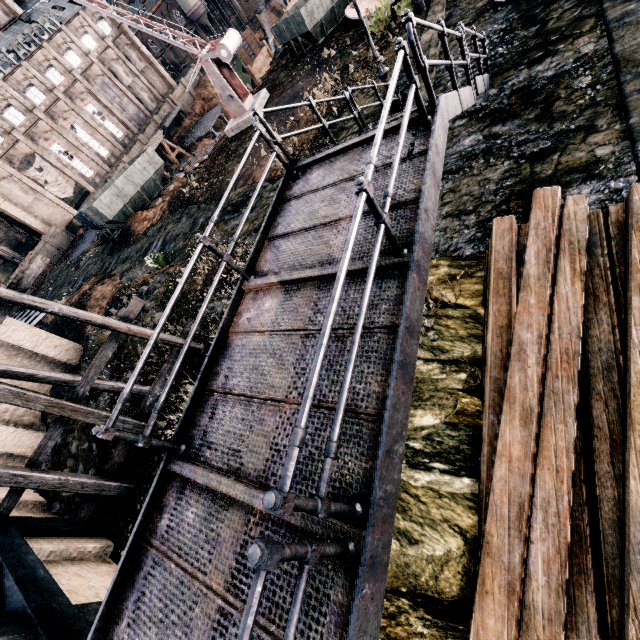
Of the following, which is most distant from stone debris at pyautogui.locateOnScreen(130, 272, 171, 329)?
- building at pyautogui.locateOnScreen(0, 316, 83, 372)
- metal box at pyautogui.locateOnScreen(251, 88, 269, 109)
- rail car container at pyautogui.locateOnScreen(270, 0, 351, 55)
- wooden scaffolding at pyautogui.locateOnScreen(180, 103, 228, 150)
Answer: wooden scaffolding at pyautogui.locateOnScreen(180, 103, 228, 150)

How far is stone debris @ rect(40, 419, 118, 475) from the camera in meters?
12.1

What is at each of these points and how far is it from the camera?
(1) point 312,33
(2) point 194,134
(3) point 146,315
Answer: (1) rail car container, 21.02m
(2) wooden scaffolding, 52.56m
(3) stone debris, 15.88m

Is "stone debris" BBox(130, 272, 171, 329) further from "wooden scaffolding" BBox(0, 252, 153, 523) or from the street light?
the street light

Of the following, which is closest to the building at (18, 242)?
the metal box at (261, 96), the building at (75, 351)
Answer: the building at (75, 351)

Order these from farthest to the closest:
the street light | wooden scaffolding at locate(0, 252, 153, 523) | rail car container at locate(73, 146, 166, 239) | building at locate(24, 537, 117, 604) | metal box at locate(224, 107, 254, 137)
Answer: rail car container at locate(73, 146, 166, 239) → metal box at locate(224, 107, 254, 137) → the street light → wooden scaffolding at locate(0, 252, 153, 523) → building at locate(24, 537, 117, 604)

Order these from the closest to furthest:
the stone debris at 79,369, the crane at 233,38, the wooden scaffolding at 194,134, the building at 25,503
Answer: the building at 25,503, the stone debris at 79,369, the crane at 233,38, the wooden scaffolding at 194,134

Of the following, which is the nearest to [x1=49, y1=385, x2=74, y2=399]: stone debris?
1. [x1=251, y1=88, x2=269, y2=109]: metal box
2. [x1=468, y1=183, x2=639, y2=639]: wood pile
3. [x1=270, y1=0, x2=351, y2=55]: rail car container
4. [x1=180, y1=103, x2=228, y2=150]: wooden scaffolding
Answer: [x1=468, y1=183, x2=639, y2=639]: wood pile
